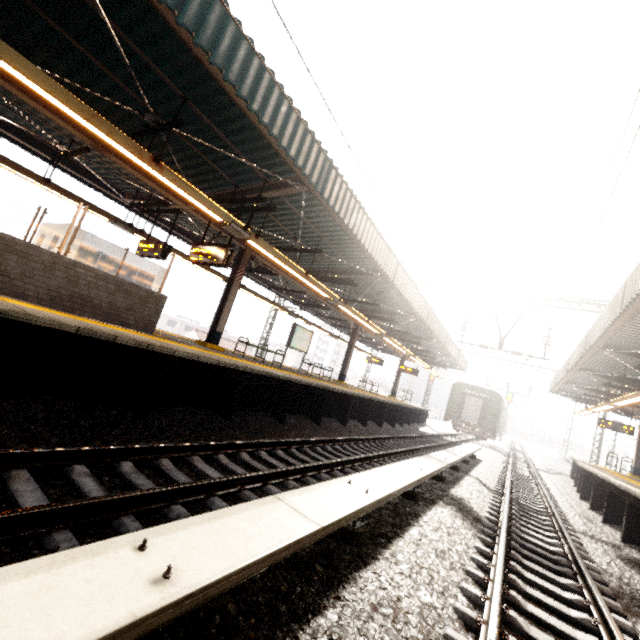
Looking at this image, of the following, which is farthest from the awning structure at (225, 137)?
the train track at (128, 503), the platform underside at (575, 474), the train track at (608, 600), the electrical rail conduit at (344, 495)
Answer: the platform underside at (575, 474)

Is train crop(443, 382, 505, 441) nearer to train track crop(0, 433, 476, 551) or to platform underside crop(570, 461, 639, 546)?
platform underside crop(570, 461, 639, 546)

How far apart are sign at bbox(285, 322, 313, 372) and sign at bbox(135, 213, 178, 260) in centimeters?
603cm

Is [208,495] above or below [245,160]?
below

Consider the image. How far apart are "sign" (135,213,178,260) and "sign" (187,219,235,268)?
1.38m

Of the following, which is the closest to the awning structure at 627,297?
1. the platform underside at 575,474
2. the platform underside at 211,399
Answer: the platform underside at 575,474

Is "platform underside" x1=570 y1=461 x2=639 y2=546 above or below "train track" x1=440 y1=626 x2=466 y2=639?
above

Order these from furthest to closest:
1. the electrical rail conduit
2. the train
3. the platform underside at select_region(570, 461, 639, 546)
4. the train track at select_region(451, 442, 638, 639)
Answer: the train → the platform underside at select_region(570, 461, 639, 546) → the train track at select_region(451, 442, 638, 639) → the electrical rail conduit
